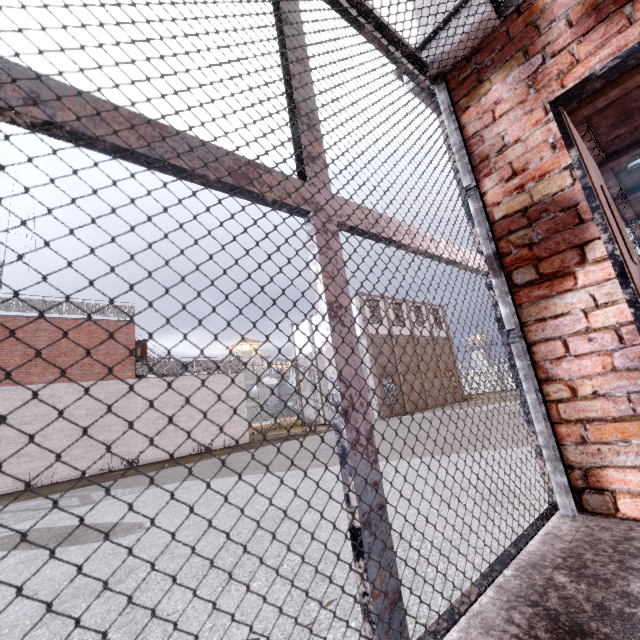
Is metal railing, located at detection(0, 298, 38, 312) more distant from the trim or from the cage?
the trim

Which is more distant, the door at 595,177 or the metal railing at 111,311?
the metal railing at 111,311

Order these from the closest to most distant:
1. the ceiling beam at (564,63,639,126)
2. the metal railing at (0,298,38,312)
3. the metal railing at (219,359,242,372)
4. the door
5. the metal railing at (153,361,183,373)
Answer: the door
the ceiling beam at (564,63,639,126)
the metal railing at (0,298,38,312)
the metal railing at (153,361,183,373)
the metal railing at (219,359,242,372)

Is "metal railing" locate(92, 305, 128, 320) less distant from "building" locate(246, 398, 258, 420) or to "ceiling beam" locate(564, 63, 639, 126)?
"ceiling beam" locate(564, 63, 639, 126)

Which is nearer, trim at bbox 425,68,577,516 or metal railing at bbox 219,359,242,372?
trim at bbox 425,68,577,516

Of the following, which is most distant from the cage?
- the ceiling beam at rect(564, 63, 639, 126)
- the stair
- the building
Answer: the building

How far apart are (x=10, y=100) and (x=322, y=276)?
0.8 meters

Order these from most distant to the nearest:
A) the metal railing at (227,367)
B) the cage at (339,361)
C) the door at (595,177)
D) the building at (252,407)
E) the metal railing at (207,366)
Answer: the building at (252,407) → the metal railing at (227,367) → the metal railing at (207,366) → the door at (595,177) → the cage at (339,361)
